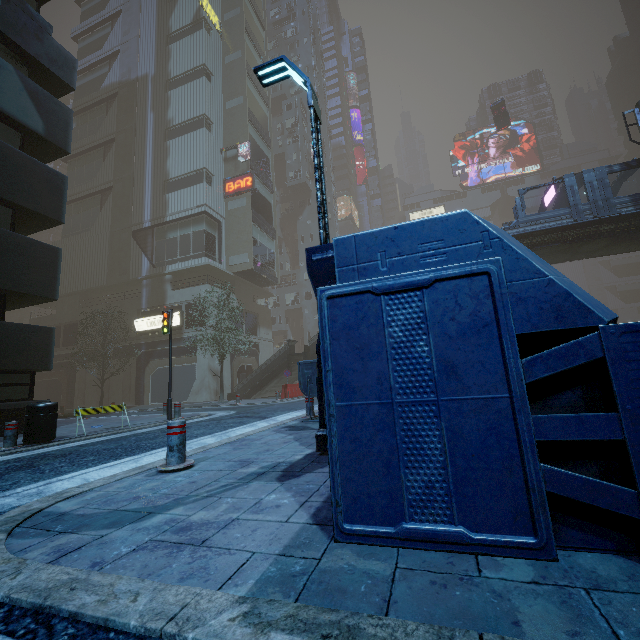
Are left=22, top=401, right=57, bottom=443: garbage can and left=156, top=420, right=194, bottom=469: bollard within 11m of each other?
yes

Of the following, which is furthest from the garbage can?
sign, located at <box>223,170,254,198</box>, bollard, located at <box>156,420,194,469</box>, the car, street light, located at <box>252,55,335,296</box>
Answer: the car

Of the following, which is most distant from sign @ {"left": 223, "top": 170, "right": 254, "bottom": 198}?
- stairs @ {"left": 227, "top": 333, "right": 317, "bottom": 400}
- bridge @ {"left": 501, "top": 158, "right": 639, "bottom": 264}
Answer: bridge @ {"left": 501, "top": 158, "right": 639, "bottom": 264}

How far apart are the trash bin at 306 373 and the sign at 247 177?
27.84m

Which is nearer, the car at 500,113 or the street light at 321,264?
the street light at 321,264

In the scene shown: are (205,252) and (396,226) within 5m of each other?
no

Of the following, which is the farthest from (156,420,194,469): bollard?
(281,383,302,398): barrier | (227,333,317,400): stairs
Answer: (227,333,317,400): stairs

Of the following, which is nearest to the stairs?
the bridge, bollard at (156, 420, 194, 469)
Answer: the bridge
